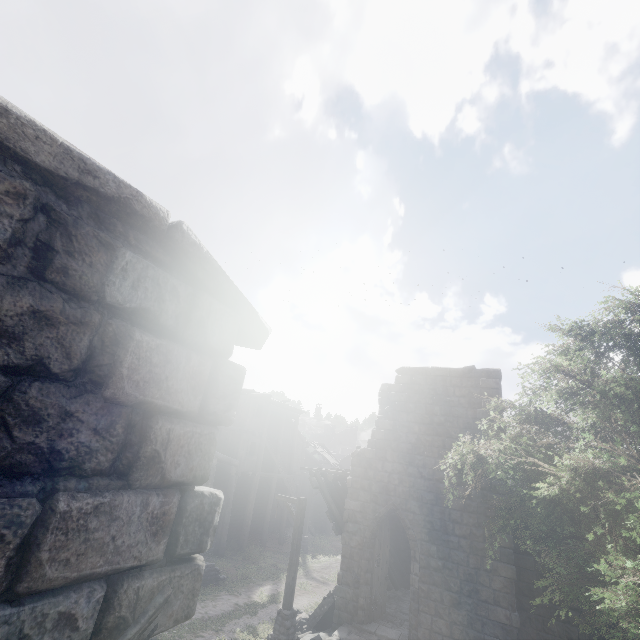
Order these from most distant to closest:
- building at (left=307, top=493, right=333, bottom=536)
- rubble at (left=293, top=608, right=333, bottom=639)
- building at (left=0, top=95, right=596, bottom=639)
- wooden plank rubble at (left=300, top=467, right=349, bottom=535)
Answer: building at (left=307, top=493, right=333, bottom=536), wooden plank rubble at (left=300, top=467, right=349, bottom=535), rubble at (left=293, top=608, right=333, bottom=639), building at (left=0, top=95, right=596, bottom=639)

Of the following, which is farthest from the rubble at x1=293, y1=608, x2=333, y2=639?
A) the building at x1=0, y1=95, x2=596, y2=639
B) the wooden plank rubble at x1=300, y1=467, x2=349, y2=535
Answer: the wooden plank rubble at x1=300, y1=467, x2=349, y2=535

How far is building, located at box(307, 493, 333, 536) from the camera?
30.6 meters

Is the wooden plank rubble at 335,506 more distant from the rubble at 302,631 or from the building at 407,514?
the rubble at 302,631

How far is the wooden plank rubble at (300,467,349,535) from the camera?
13.6 meters

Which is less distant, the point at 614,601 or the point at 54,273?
the point at 54,273

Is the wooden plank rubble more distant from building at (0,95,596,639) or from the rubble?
the rubble

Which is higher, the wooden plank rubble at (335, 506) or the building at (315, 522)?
the wooden plank rubble at (335, 506)
